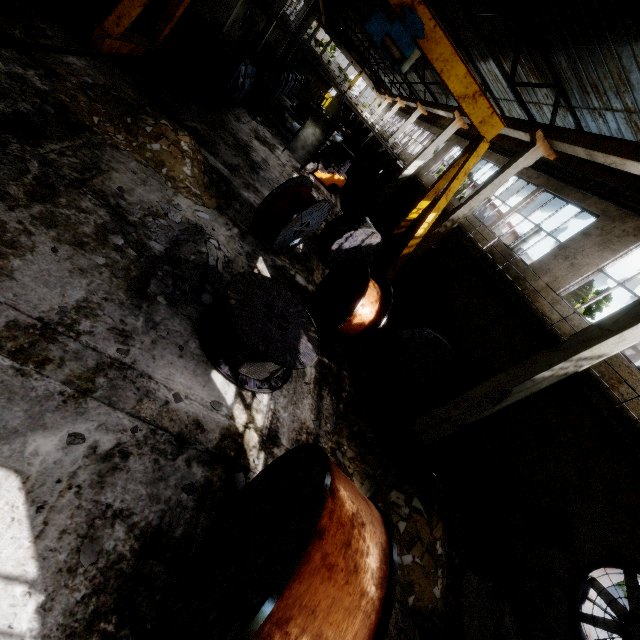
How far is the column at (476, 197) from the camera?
11.1 meters

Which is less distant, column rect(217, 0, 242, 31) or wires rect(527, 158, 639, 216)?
wires rect(527, 158, 639, 216)

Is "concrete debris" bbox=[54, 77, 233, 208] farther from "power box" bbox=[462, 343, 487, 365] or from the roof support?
"power box" bbox=[462, 343, 487, 365]

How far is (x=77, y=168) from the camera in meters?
5.7 m

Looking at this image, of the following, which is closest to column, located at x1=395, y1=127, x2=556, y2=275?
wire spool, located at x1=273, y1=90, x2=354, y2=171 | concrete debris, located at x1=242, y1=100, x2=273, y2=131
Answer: wire spool, located at x1=273, y1=90, x2=354, y2=171

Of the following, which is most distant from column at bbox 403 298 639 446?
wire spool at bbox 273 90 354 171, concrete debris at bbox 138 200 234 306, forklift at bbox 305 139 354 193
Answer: wire spool at bbox 273 90 354 171

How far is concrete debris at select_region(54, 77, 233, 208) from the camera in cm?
700

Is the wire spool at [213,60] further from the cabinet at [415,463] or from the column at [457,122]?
the cabinet at [415,463]
